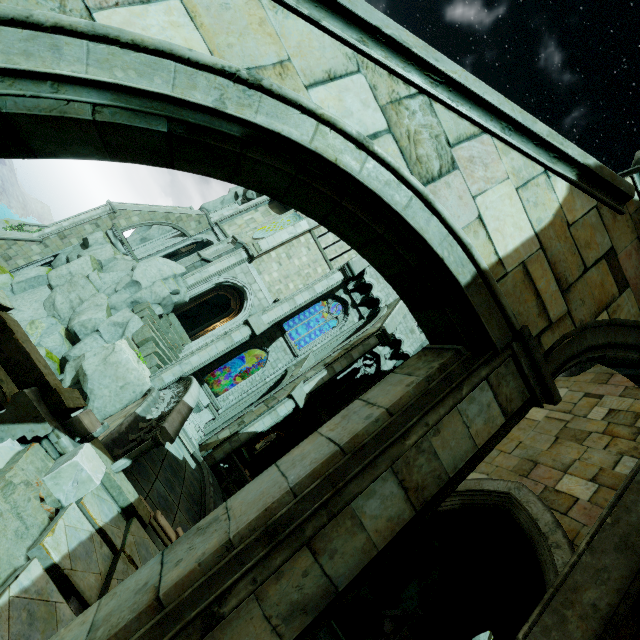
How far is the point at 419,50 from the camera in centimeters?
252cm

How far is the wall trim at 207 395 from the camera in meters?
19.8

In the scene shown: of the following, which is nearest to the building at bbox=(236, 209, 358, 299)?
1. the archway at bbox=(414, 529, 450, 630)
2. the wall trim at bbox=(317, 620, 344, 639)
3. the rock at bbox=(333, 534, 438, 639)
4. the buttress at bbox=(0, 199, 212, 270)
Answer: the buttress at bbox=(0, 199, 212, 270)

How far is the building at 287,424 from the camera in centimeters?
3944cm

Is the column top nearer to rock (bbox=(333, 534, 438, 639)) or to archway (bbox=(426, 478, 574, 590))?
rock (bbox=(333, 534, 438, 639))

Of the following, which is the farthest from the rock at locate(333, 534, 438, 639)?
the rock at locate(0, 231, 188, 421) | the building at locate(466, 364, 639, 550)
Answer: the rock at locate(0, 231, 188, 421)

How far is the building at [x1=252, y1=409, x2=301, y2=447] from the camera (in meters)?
39.44

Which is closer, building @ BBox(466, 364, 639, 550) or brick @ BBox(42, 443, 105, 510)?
brick @ BBox(42, 443, 105, 510)
